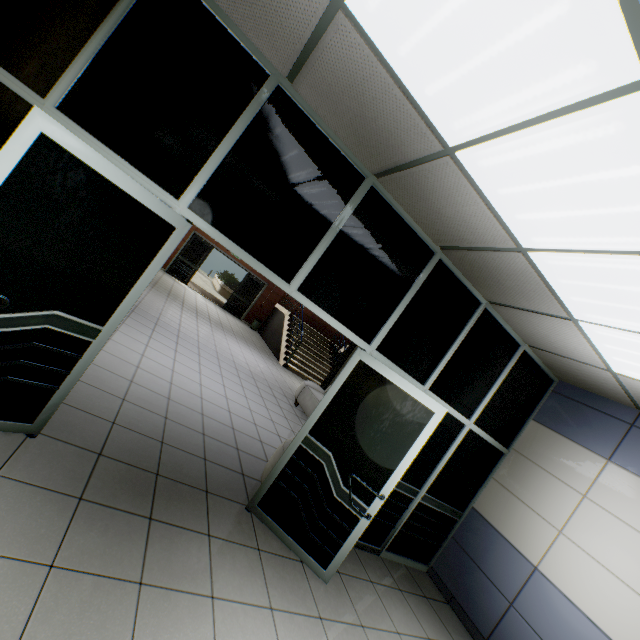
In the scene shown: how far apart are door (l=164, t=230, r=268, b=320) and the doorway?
13.0 meters

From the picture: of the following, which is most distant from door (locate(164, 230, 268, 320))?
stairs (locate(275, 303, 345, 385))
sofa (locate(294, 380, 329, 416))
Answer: sofa (locate(294, 380, 329, 416))

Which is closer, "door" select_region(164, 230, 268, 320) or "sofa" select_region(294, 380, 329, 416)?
"sofa" select_region(294, 380, 329, 416)

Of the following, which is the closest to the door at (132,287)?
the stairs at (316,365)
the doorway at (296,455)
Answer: the doorway at (296,455)

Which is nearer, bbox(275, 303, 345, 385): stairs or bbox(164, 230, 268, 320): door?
bbox(275, 303, 345, 385): stairs

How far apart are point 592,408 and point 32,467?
5.77m

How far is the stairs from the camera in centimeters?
1223cm

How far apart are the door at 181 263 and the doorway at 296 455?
13.0 meters
